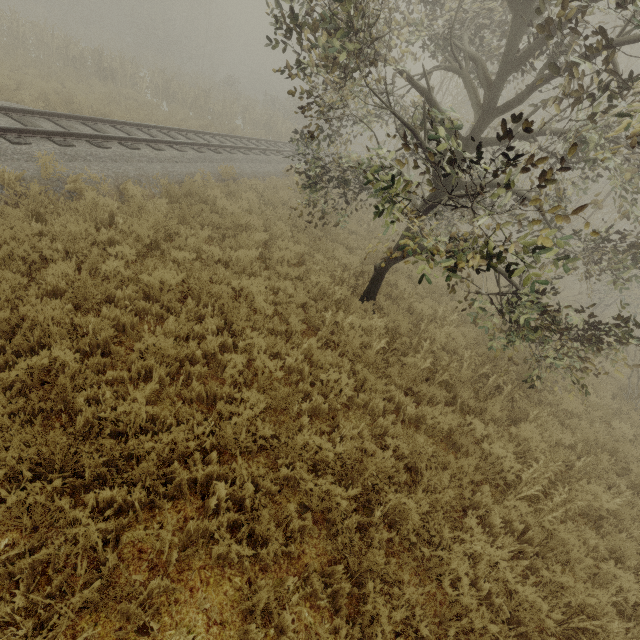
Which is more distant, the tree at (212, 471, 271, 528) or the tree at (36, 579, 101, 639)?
the tree at (212, 471, 271, 528)

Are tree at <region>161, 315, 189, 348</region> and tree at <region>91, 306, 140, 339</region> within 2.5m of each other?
yes

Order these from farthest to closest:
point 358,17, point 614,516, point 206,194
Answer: point 206,194
point 614,516
point 358,17

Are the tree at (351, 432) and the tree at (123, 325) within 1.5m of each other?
no

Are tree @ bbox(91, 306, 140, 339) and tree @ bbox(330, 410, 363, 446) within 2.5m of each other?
no

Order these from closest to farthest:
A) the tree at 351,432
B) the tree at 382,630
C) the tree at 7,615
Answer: the tree at 7,615 → the tree at 382,630 → the tree at 351,432

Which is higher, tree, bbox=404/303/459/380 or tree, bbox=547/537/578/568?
tree, bbox=404/303/459/380
